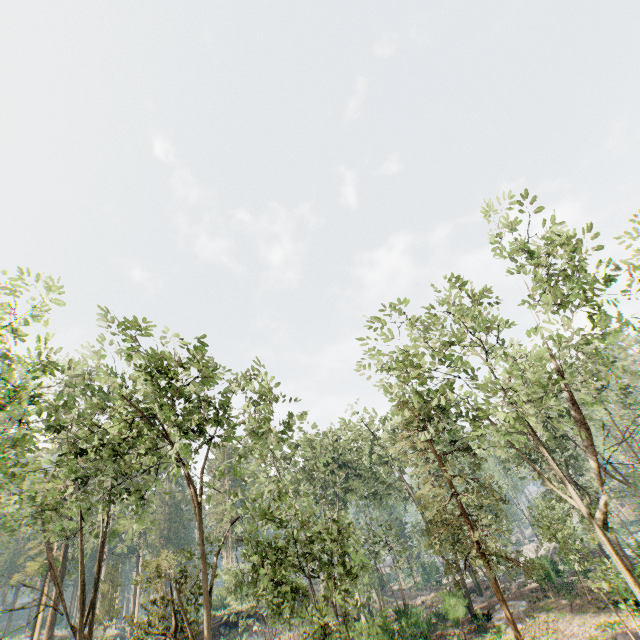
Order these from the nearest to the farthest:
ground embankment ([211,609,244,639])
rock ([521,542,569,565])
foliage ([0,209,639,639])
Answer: foliage ([0,209,639,639]) < rock ([521,542,569,565]) < ground embankment ([211,609,244,639])

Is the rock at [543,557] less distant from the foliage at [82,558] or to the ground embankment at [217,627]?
the foliage at [82,558]

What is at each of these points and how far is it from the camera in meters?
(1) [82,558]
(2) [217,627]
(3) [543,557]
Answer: (1) foliage, 15.7
(2) ground embankment, 35.1
(3) rock, 28.7

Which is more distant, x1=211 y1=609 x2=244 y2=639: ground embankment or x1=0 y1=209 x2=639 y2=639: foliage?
x1=211 y1=609 x2=244 y2=639: ground embankment

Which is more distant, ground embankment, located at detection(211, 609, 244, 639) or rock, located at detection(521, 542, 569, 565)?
ground embankment, located at detection(211, 609, 244, 639)

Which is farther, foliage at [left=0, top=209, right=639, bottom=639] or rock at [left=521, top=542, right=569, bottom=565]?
rock at [left=521, top=542, right=569, bottom=565]

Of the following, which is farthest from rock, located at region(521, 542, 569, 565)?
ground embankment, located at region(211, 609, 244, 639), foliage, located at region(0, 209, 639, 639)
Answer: ground embankment, located at region(211, 609, 244, 639)

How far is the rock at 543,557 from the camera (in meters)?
28.78
